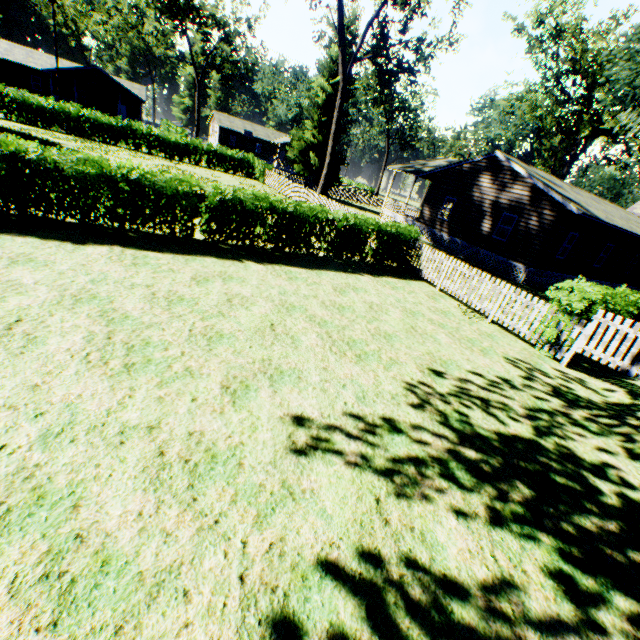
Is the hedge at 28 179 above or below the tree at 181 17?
below

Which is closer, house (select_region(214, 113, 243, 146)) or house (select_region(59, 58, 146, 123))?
house (select_region(59, 58, 146, 123))

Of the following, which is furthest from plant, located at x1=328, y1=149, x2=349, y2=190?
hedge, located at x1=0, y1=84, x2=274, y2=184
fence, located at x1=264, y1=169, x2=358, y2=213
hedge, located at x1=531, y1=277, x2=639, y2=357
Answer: hedge, located at x1=531, y1=277, x2=639, y2=357

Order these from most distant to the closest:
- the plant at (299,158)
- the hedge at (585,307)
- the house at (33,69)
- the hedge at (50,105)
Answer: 1. the house at (33,69)
2. the plant at (299,158)
3. the hedge at (50,105)
4. the hedge at (585,307)

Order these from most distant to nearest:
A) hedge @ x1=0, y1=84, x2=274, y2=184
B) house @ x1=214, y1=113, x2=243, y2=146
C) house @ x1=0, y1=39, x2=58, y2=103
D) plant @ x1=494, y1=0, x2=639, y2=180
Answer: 1. house @ x1=214, y1=113, x2=243, y2=146
2. house @ x1=0, y1=39, x2=58, y2=103
3. hedge @ x1=0, y1=84, x2=274, y2=184
4. plant @ x1=494, y1=0, x2=639, y2=180

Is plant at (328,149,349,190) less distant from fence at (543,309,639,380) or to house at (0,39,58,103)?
fence at (543,309,639,380)

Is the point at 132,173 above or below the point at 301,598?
above

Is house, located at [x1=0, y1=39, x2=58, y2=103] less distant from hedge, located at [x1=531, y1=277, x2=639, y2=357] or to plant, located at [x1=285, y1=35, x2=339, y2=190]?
plant, located at [x1=285, y1=35, x2=339, y2=190]
